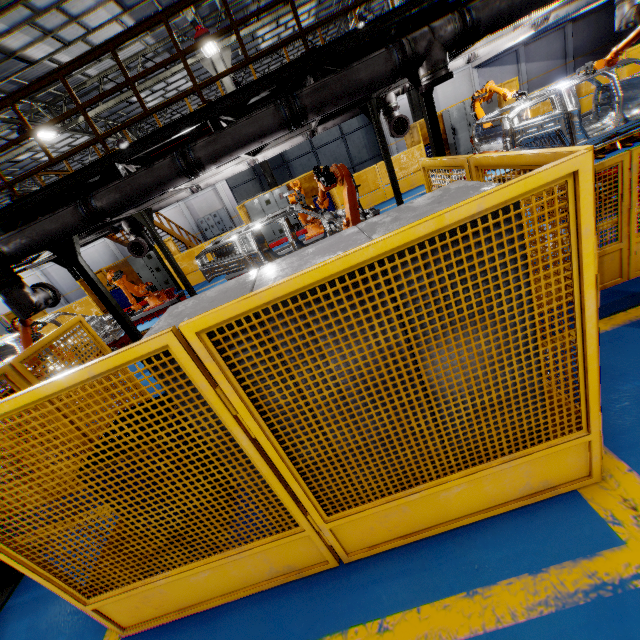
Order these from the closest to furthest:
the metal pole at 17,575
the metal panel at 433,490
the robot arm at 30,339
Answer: the metal panel at 433,490 → the metal pole at 17,575 → the robot arm at 30,339

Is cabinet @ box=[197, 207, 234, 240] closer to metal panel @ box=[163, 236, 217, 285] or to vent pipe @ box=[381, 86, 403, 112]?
metal panel @ box=[163, 236, 217, 285]

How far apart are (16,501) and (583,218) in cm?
724

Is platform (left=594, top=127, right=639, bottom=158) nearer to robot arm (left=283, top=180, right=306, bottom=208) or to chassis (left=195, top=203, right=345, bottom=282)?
chassis (left=195, top=203, right=345, bottom=282)

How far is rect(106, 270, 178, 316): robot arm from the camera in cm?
1055

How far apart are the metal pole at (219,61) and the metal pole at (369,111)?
7.0m

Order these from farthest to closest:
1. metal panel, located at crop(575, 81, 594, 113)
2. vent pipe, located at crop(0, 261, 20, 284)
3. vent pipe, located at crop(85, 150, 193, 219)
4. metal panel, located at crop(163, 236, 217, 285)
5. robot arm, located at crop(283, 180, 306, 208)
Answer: metal panel, located at crop(163, 236, 217, 285) → metal panel, located at crop(575, 81, 594, 113) → robot arm, located at crop(283, 180, 306, 208) → vent pipe, located at crop(0, 261, 20, 284) → vent pipe, located at crop(85, 150, 193, 219)

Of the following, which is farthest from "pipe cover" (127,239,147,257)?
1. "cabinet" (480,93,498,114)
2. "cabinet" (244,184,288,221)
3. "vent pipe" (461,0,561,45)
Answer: "cabinet" (480,93,498,114)
